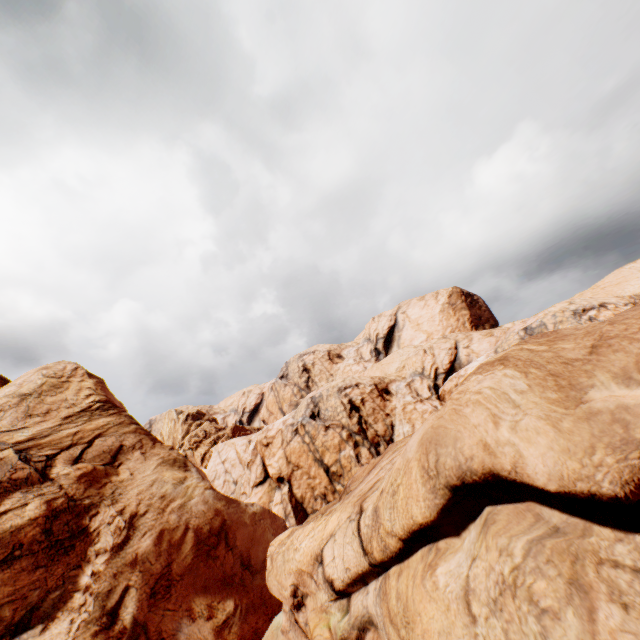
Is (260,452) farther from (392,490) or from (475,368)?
(475,368)
